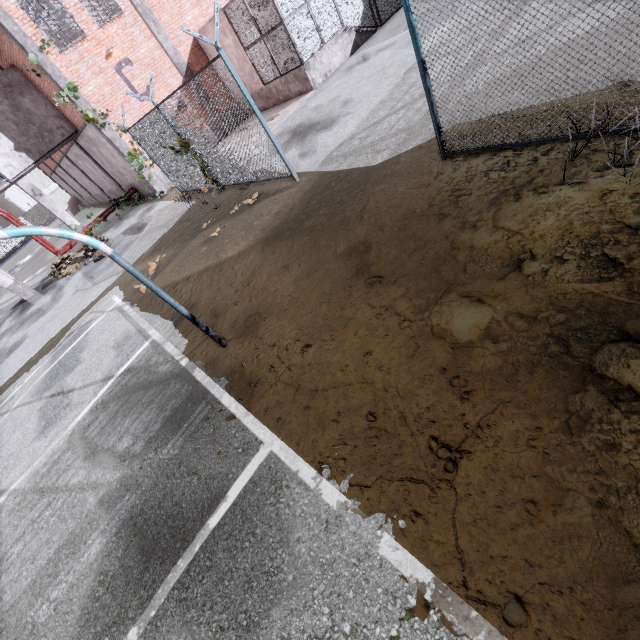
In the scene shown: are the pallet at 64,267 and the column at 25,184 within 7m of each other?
yes

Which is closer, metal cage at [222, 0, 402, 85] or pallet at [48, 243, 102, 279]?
metal cage at [222, 0, 402, 85]

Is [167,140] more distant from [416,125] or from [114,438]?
[114,438]

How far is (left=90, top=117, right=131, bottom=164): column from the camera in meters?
14.1

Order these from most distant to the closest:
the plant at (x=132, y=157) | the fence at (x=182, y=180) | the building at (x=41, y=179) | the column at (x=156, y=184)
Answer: the building at (x=41, y=179), the column at (x=156, y=184), the plant at (x=132, y=157), the fence at (x=182, y=180)

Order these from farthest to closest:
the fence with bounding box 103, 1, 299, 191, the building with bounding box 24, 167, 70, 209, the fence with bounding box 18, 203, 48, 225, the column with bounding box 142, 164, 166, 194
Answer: the fence with bounding box 18, 203, 48, 225
the building with bounding box 24, 167, 70, 209
the column with bounding box 142, 164, 166, 194
the fence with bounding box 103, 1, 299, 191

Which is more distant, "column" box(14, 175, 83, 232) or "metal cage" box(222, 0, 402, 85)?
"column" box(14, 175, 83, 232)

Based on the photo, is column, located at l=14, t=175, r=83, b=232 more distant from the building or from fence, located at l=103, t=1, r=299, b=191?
the building
